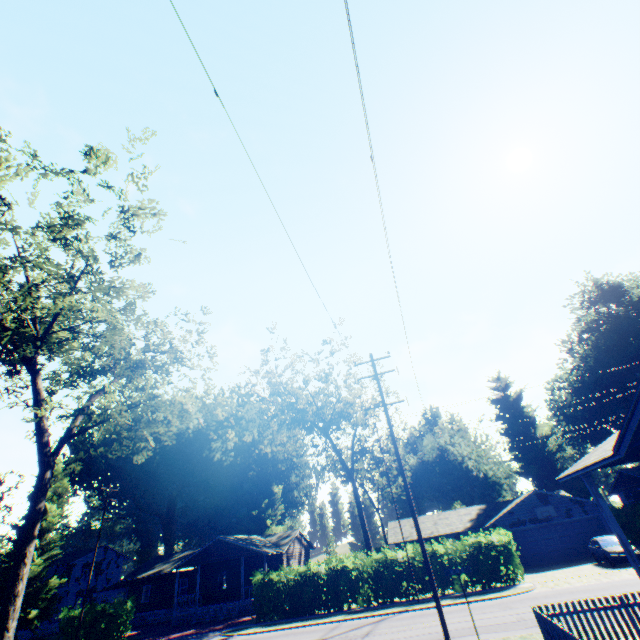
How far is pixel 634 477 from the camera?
36.91m

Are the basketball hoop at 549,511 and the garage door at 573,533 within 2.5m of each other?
yes

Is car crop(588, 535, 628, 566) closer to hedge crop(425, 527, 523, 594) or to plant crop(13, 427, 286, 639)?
hedge crop(425, 527, 523, 594)

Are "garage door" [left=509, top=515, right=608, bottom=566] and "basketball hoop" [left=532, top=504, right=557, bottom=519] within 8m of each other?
yes

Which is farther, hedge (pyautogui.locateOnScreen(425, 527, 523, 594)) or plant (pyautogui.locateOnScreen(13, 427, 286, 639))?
plant (pyautogui.locateOnScreen(13, 427, 286, 639))

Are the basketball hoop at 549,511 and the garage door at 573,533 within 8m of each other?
yes

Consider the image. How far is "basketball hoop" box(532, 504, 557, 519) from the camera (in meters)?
30.28

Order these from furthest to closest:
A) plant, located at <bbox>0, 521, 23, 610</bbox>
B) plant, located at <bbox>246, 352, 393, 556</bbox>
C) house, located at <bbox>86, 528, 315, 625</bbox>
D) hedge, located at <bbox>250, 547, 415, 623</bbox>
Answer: plant, located at <bbox>246, 352, 393, 556</bbox>
plant, located at <bbox>0, 521, 23, 610</bbox>
house, located at <bbox>86, 528, 315, 625</bbox>
hedge, located at <bbox>250, 547, 415, 623</bbox>
